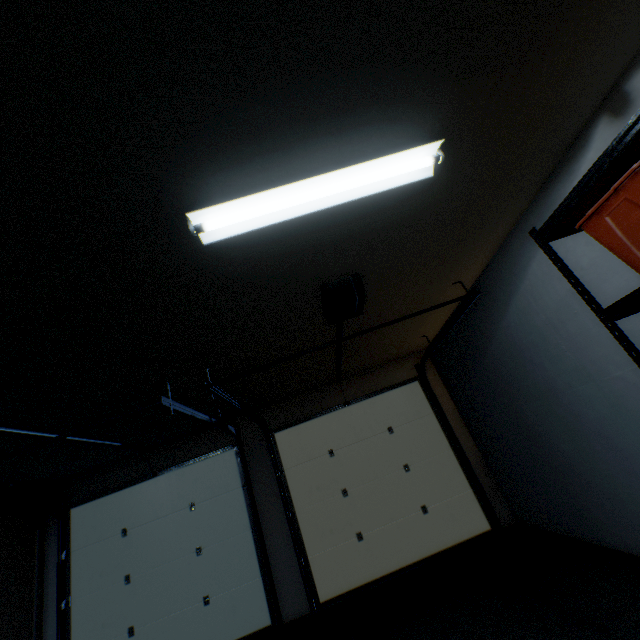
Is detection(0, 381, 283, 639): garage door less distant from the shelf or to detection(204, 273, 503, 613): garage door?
detection(204, 273, 503, 613): garage door

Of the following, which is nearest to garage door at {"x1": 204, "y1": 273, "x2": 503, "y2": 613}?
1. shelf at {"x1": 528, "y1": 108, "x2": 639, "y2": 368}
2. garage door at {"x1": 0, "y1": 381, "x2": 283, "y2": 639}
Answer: garage door at {"x1": 0, "y1": 381, "x2": 283, "y2": 639}

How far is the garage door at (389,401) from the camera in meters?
3.6 m

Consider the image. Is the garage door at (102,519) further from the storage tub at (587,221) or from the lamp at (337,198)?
the storage tub at (587,221)

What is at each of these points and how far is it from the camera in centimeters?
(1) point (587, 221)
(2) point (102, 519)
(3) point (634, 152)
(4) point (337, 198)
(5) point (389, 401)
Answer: (1) storage tub, 139cm
(2) garage door, 426cm
(3) shelf, 127cm
(4) lamp, 154cm
(5) garage door, 474cm

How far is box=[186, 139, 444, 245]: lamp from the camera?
1.4 meters

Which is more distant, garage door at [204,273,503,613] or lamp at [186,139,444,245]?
garage door at [204,273,503,613]

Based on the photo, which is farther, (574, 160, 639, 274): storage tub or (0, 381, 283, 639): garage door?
(0, 381, 283, 639): garage door
